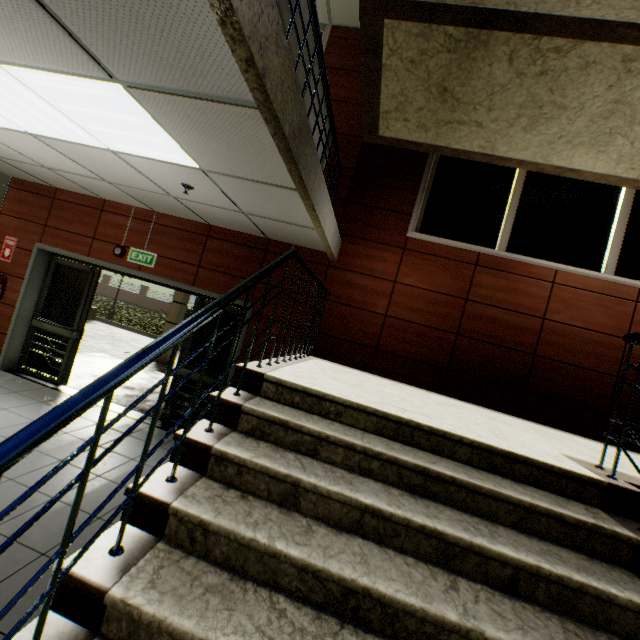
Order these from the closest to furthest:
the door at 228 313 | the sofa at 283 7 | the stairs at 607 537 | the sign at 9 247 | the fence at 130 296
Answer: the stairs at 607 537, the sofa at 283 7, the door at 228 313, the sign at 9 247, the fence at 130 296

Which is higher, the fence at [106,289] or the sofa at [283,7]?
the sofa at [283,7]

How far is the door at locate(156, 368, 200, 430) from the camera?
5.11m

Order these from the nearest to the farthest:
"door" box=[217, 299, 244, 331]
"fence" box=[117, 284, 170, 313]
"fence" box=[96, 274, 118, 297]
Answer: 1. "door" box=[217, 299, 244, 331]
2. "fence" box=[117, 284, 170, 313]
3. "fence" box=[96, 274, 118, 297]

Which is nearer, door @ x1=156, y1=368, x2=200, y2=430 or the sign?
door @ x1=156, y1=368, x2=200, y2=430

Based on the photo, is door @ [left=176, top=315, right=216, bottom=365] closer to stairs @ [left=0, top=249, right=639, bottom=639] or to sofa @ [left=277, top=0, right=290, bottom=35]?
stairs @ [left=0, top=249, right=639, bottom=639]

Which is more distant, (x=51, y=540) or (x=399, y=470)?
(x=51, y=540)
